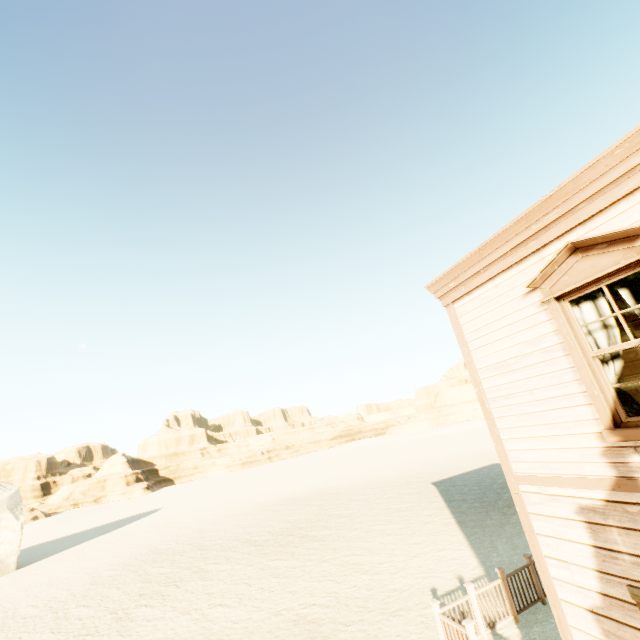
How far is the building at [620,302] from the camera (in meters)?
Result: 6.03

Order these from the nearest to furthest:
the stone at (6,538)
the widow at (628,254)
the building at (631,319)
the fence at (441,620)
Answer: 1. the widow at (628,254)
2. the building at (631,319)
3. the fence at (441,620)
4. the stone at (6,538)

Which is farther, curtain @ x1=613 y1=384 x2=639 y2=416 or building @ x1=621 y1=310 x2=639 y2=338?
building @ x1=621 y1=310 x2=639 y2=338

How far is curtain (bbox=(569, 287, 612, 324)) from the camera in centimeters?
395cm

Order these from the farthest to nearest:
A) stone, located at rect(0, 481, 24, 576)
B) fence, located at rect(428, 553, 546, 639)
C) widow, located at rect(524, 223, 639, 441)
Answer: stone, located at rect(0, 481, 24, 576)
fence, located at rect(428, 553, 546, 639)
widow, located at rect(524, 223, 639, 441)

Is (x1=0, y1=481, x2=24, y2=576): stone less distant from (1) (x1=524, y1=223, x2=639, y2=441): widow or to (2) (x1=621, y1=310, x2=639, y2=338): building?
(2) (x1=621, y1=310, x2=639, y2=338): building

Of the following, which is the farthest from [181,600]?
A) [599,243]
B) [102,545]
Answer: [102,545]

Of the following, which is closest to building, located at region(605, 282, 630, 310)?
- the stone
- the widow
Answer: the widow
